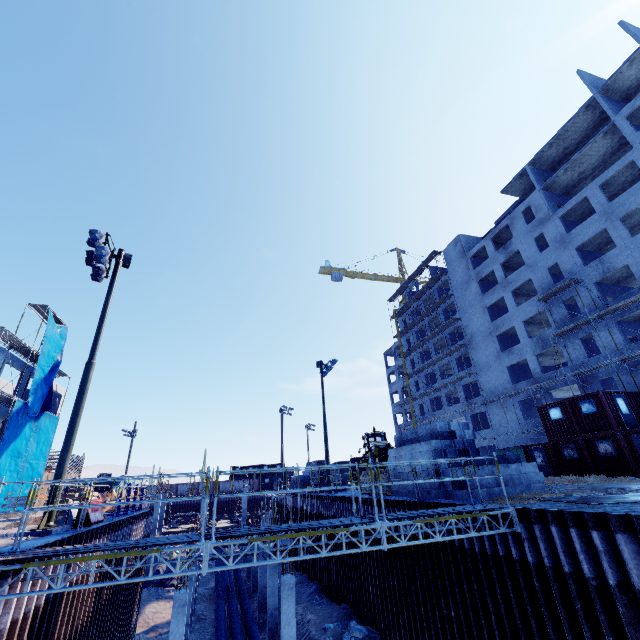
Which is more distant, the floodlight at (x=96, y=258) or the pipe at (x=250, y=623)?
the pipe at (x=250, y=623)

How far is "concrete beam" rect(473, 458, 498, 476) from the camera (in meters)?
11.96

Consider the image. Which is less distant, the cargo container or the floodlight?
the floodlight

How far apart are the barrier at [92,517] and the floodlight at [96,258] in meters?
9.4

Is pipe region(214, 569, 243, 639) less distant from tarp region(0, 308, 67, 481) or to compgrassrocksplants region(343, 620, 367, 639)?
compgrassrocksplants region(343, 620, 367, 639)

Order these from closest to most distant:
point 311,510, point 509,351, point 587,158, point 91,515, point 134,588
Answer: point 91,515 → point 134,588 → point 311,510 → point 587,158 → point 509,351

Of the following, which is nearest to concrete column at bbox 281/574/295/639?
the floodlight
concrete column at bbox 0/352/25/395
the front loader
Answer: the front loader

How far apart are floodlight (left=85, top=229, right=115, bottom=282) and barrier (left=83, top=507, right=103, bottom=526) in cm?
941
